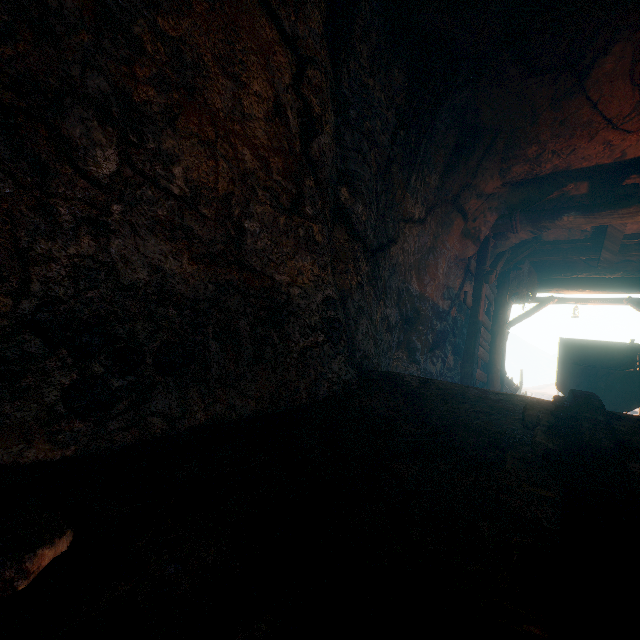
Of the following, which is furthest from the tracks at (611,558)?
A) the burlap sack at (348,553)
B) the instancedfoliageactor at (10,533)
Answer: the instancedfoliageactor at (10,533)

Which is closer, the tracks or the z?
the tracks

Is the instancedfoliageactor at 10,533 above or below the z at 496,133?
below

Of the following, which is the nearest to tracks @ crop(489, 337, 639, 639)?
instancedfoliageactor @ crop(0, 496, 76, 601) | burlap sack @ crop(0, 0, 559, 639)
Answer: burlap sack @ crop(0, 0, 559, 639)

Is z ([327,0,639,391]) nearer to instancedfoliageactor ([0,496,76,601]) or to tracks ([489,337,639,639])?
tracks ([489,337,639,639])

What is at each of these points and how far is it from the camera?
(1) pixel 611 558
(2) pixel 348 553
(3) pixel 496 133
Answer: →
(1) tracks, 0.6m
(2) burlap sack, 1.1m
(3) z, 5.1m

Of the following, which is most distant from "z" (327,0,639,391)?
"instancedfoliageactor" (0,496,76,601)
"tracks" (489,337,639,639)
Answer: "instancedfoliageactor" (0,496,76,601)
